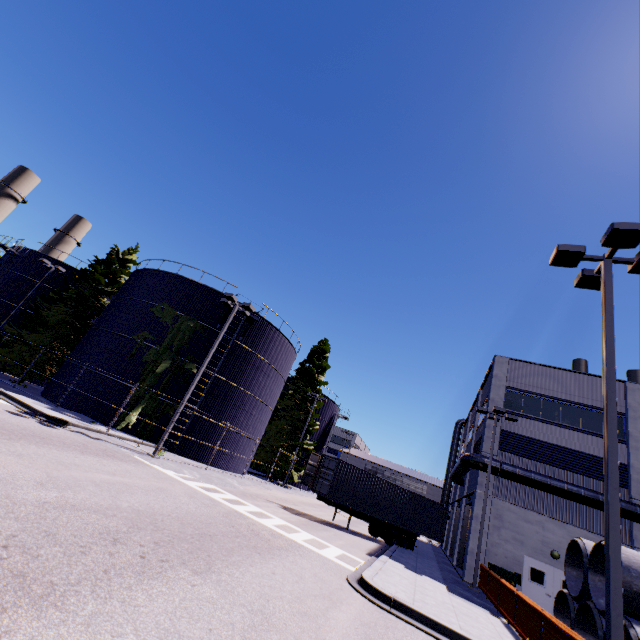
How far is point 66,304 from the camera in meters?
30.3 m

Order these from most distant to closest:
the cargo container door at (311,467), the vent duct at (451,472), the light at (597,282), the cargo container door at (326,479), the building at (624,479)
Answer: the cargo container door at (311,467)
the vent duct at (451,472)
the cargo container door at (326,479)
the building at (624,479)
the light at (597,282)

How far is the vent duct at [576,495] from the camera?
18.4m

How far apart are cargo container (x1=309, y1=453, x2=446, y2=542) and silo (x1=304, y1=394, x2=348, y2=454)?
20.0 meters

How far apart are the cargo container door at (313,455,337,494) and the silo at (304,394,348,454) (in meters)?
21.74

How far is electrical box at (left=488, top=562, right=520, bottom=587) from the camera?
17.5 meters

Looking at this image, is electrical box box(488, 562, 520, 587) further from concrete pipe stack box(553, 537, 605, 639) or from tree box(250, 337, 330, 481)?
tree box(250, 337, 330, 481)

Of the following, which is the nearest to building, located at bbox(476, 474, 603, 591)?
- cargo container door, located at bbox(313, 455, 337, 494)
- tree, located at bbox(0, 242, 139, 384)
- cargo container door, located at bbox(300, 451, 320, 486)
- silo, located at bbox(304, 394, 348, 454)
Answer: tree, located at bbox(0, 242, 139, 384)
